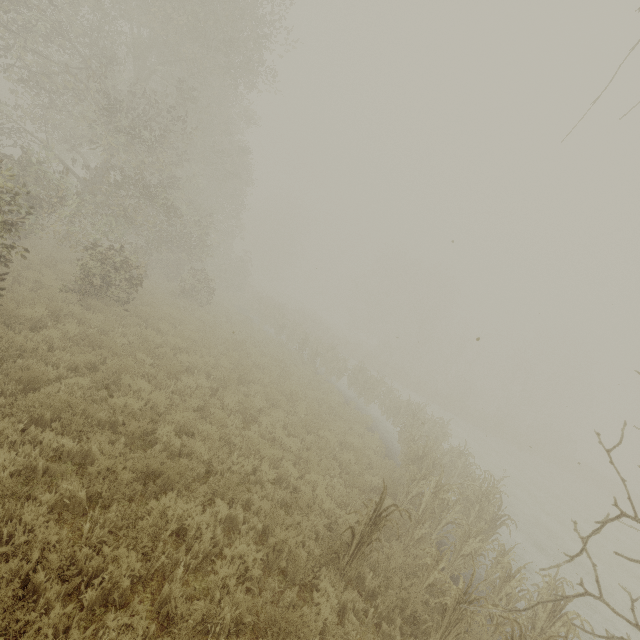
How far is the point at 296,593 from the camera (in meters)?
4.86
